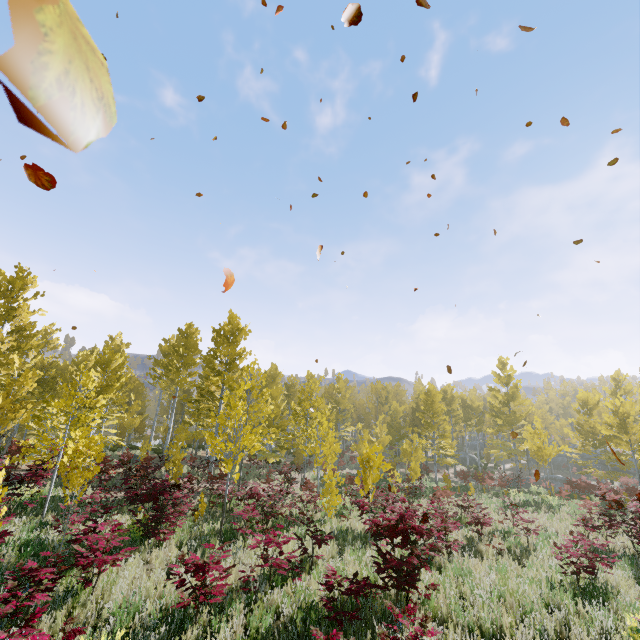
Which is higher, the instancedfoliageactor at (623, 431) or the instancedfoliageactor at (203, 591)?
the instancedfoliageactor at (623, 431)

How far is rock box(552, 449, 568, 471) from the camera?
42.9m

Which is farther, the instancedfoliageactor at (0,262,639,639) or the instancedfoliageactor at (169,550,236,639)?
the instancedfoliageactor at (0,262,639,639)

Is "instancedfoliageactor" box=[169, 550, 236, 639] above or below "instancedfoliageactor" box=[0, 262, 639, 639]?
below

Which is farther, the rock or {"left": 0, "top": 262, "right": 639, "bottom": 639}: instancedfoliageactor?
the rock

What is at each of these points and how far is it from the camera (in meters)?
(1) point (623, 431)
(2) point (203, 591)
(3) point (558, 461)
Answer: (1) instancedfoliageactor, 22.34
(2) instancedfoliageactor, 4.99
(3) rock, 43.75

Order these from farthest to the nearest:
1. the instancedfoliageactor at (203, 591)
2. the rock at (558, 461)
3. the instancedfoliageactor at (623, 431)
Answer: the rock at (558, 461) → the instancedfoliageactor at (623, 431) → the instancedfoliageactor at (203, 591)
